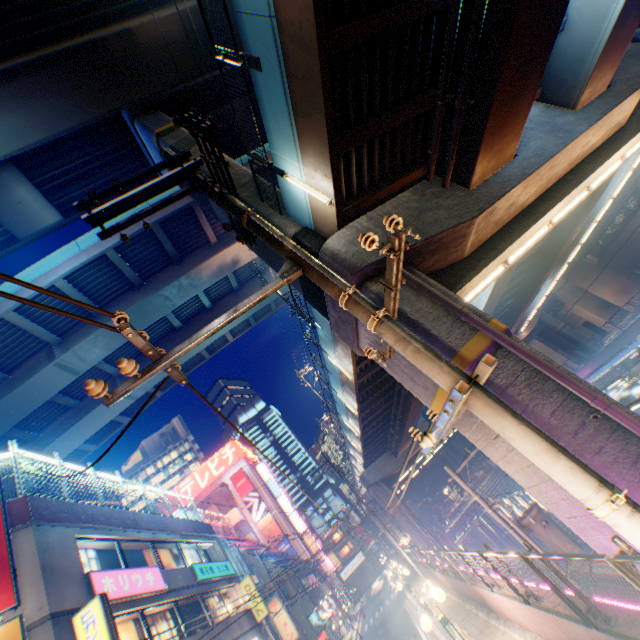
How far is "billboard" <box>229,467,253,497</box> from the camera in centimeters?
5481cm

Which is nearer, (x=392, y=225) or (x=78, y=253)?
(x=392, y=225)

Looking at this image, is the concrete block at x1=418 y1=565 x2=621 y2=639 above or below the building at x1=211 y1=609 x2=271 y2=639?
below

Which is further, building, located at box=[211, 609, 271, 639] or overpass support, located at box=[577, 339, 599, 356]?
overpass support, located at box=[577, 339, 599, 356]

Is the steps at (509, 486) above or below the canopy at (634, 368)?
below

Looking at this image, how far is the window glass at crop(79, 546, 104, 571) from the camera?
12.5 meters

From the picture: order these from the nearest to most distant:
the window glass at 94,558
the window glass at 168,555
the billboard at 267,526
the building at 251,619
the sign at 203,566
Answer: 1. the window glass at 94,558
2. the building at 251,619
3. the window glass at 168,555
4. the sign at 203,566
5. the billboard at 267,526

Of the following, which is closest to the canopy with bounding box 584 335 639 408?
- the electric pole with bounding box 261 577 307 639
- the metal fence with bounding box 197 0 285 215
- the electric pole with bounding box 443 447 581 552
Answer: the metal fence with bounding box 197 0 285 215
